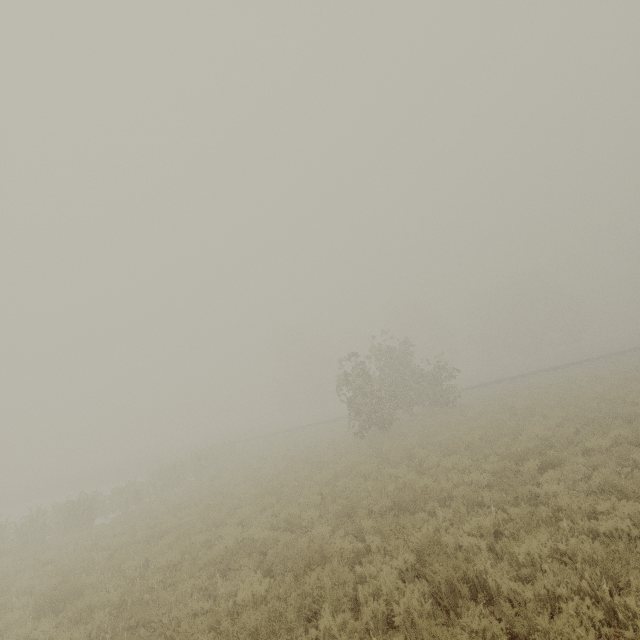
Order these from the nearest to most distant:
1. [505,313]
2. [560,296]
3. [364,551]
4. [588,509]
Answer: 1. [588,509]
2. [364,551]
3. [560,296]
4. [505,313]
